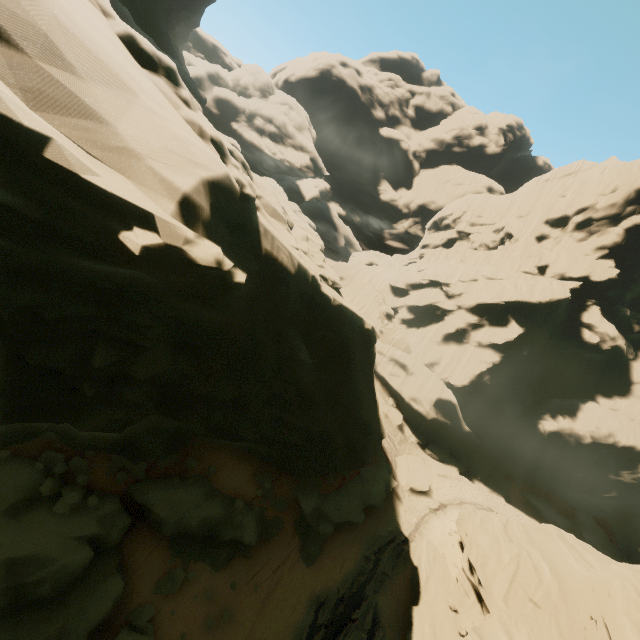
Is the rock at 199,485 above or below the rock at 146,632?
above

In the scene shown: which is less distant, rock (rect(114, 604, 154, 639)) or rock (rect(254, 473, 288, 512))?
rock (rect(114, 604, 154, 639))

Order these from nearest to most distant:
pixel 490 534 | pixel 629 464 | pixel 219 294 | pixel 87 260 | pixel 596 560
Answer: pixel 87 260
pixel 219 294
pixel 596 560
pixel 490 534
pixel 629 464

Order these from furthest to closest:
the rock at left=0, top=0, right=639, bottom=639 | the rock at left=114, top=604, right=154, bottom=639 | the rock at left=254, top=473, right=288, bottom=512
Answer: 1. the rock at left=254, top=473, right=288, bottom=512
2. the rock at left=114, top=604, right=154, bottom=639
3. the rock at left=0, top=0, right=639, bottom=639

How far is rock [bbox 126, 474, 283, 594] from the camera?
13.3m

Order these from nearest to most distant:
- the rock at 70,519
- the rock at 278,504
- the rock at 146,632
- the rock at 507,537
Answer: the rock at 507,537, the rock at 70,519, the rock at 146,632, the rock at 278,504
